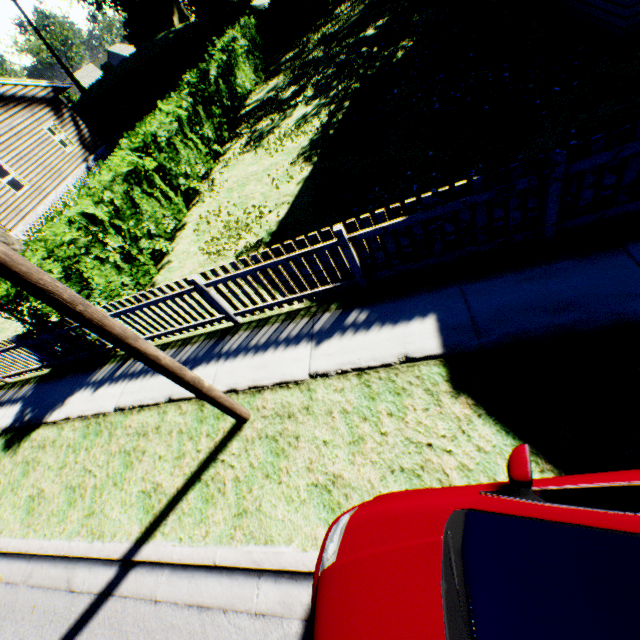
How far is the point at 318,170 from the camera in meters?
8.5 m

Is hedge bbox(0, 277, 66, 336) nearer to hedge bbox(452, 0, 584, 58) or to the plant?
hedge bbox(452, 0, 584, 58)

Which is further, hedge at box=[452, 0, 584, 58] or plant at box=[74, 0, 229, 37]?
plant at box=[74, 0, 229, 37]

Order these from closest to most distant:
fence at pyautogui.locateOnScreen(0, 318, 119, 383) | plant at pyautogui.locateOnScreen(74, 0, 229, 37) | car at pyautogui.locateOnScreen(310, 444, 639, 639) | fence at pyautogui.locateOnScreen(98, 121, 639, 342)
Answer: car at pyautogui.locateOnScreen(310, 444, 639, 639) → fence at pyautogui.locateOnScreen(98, 121, 639, 342) → fence at pyautogui.locateOnScreen(0, 318, 119, 383) → plant at pyautogui.locateOnScreen(74, 0, 229, 37)

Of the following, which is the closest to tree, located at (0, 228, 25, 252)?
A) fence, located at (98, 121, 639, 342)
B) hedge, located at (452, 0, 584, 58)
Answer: fence, located at (98, 121, 639, 342)

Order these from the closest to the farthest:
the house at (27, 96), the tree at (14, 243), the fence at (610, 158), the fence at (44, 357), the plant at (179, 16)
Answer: the fence at (610, 158) → the fence at (44, 357) → the tree at (14, 243) → the house at (27, 96) → the plant at (179, 16)

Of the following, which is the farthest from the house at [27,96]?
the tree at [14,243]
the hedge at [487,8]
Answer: the hedge at [487,8]

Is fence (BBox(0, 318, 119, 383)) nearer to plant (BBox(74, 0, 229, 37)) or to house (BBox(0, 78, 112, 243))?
house (BBox(0, 78, 112, 243))
